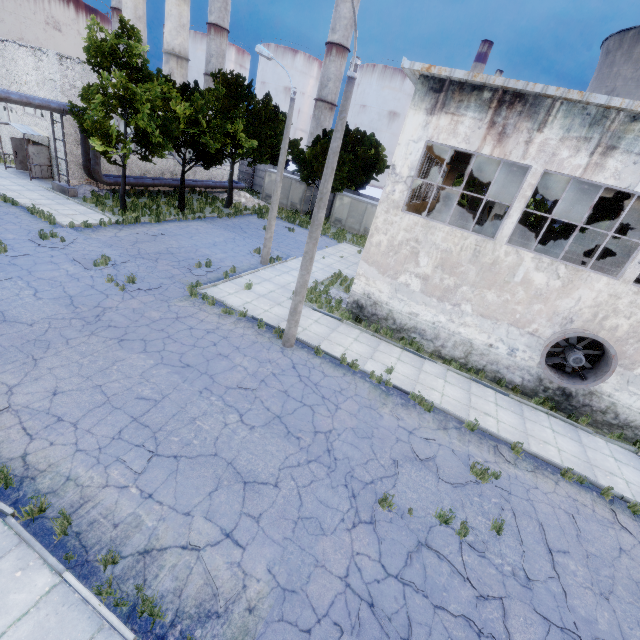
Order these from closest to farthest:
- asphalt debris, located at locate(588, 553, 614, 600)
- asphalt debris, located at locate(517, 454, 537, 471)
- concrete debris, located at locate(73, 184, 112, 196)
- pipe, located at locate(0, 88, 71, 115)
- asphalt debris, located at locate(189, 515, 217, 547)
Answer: asphalt debris, located at locate(189, 515, 217, 547), asphalt debris, located at locate(588, 553, 614, 600), asphalt debris, located at locate(517, 454, 537, 471), pipe, located at locate(0, 88, 71, 115), concrete debris, located at locate(73, 184, 112, 196)

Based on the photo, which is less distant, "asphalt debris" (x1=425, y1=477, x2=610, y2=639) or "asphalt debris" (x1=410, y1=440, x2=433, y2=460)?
"asphalt debris" (x1=425, y1=477, x2=610, y2=639)

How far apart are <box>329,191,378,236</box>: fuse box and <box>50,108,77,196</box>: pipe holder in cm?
2179

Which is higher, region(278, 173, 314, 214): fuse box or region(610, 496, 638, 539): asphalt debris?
region(278, 173, 314, 214): fuse box

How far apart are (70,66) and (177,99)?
7.4 meters

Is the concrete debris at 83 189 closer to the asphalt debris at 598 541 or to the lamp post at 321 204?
the lamp post at 321 204

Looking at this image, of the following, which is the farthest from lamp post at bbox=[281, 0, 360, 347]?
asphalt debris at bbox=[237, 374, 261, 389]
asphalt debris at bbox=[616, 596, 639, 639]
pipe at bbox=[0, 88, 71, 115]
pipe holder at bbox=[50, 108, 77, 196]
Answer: pipe holder at bbox=[50, 108, 77, 196]

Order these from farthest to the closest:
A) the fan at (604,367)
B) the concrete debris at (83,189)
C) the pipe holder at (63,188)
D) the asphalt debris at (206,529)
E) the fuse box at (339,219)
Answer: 1. the fuse box at (339,219)
2. the concrete debris at (83,189)
3. the pipe holder at (63,188)
4. the fan at (604,367)
5. the asphalt debris at (206,529)
